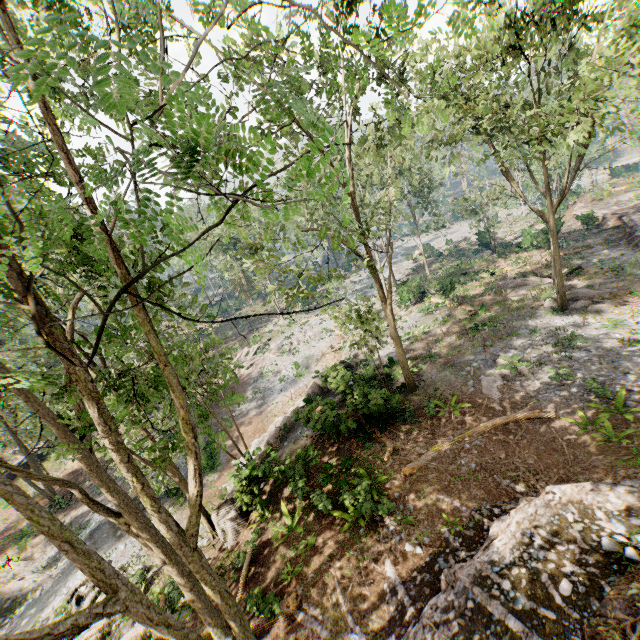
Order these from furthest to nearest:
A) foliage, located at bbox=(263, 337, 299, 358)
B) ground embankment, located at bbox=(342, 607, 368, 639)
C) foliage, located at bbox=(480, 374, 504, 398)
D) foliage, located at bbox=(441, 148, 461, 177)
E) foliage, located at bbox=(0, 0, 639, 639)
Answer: foliage, located at bbox=(263, 337, 299, 358), foliage, located at bbox=(441, 148, 461, 177), foliage, located at bbox=(480, 374, 504, 398), ground embankment, located at bbox=(342, 607, 368, 639), foliage, located at bbox=(0, 0, 639, 639)

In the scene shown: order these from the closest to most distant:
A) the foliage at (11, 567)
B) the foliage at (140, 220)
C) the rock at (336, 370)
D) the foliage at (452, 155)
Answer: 1. the foliage at (140, 220)
2. the rock at (336, 370)
3. the foliage at (452, 155)
4. the foliage at (11, 567)

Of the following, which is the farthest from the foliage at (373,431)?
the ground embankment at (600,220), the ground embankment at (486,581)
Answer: the ground embankment at (600,220)

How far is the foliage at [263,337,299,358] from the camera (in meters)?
36.31

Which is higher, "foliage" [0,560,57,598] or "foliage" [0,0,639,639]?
"foliage" [0,0,639,639]

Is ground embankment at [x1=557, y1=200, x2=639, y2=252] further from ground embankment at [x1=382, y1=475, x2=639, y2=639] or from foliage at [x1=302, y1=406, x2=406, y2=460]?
ground embankment at [x1=382, y1=475, x2=639, y2=639]

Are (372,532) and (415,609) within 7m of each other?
yes
